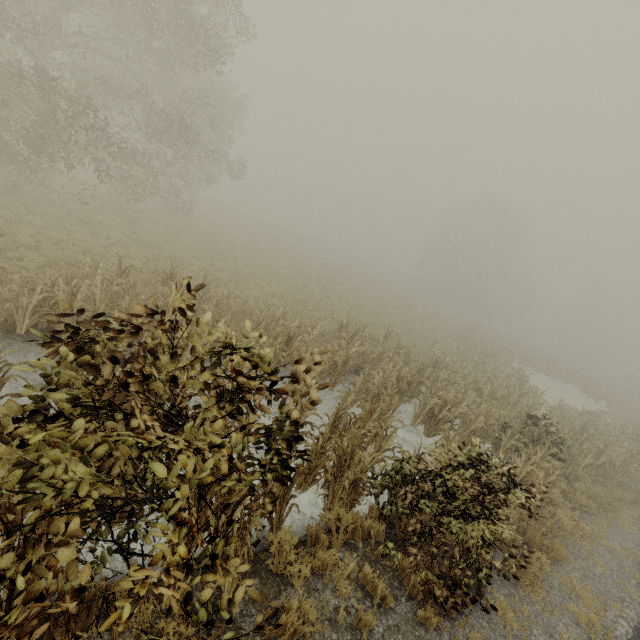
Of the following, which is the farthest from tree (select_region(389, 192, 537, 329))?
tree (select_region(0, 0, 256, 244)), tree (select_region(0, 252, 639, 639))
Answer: tree (select_region(0, 252, 639, 639))

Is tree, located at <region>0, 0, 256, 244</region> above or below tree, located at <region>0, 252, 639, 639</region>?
above

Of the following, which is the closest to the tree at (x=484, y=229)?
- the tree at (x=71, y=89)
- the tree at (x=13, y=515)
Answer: the tree at (x=71, y=89)

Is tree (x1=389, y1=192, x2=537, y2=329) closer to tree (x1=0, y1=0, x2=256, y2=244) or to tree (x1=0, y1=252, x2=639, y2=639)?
tree (x1=0, y1=0, x2=256, y2=244)

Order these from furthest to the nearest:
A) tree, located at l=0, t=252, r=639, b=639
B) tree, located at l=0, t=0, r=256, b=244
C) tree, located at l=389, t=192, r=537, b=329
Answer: tree, located at l=389, t=192, r=537, b=329, tree, located at l=0, t=0, r=256, b=244, tree, located at l=0, t=252, r=639, b=639

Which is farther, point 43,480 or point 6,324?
point 6,324

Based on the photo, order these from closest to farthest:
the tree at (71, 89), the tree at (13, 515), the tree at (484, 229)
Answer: the tree at (13, 515), the tree at (71, 89), the tree at (484, 229)
